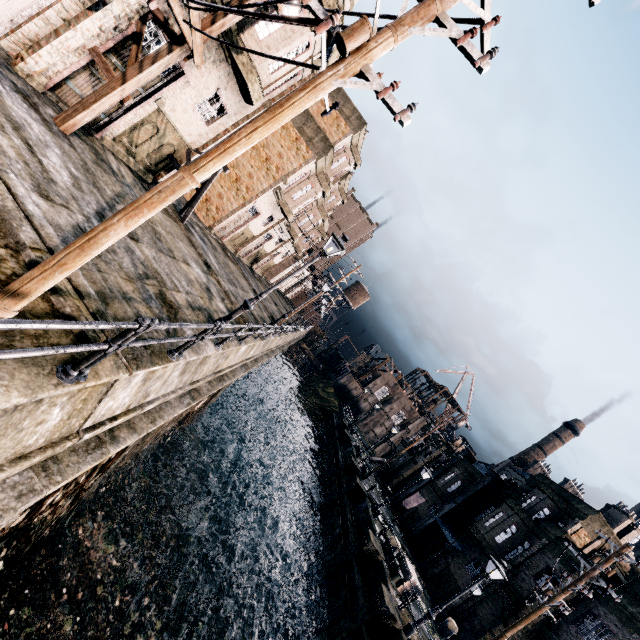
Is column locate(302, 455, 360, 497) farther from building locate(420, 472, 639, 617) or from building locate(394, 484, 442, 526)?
building locate(420, 472, 639, 617)

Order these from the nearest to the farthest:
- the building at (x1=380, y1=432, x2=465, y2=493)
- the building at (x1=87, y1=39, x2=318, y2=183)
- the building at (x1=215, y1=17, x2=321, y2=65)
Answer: the building at (x1=215, y1=17, x2=321, y2=65), the building at (x1=87, y1=39, x2=318, y2=183), the building at (x1=380, y1=432, x2=465, y2=493)

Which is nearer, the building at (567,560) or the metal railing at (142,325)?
the metal railing at (142,325)

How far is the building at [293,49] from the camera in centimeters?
1253cm

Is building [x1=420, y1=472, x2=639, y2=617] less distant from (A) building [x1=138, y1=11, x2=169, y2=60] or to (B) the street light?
(B) the street light

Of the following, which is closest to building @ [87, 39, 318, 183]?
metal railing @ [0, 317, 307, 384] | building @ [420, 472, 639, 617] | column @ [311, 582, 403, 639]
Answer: metal railing @ [0, 317, 307, 384]

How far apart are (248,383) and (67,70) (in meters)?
33.86

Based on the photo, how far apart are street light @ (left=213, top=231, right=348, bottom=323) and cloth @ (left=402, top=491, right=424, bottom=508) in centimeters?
3489cm
